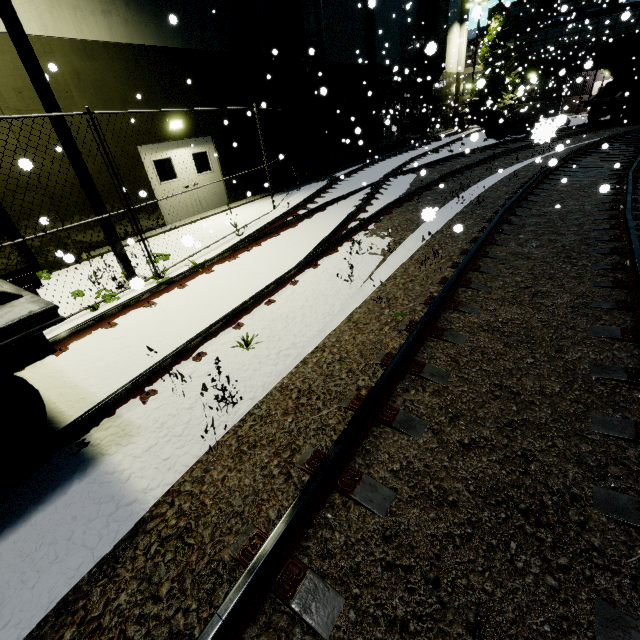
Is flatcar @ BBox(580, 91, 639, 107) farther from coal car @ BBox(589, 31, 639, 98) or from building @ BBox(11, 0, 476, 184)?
building @ BBox(11, 0, 476, 184)

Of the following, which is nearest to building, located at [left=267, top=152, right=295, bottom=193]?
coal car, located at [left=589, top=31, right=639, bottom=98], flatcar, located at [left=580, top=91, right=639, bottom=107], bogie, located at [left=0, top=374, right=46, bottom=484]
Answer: coal car, located at [left=589, top=31, right=639, bottom=98]

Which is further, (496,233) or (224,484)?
(496,233)

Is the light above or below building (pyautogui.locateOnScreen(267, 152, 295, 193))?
above

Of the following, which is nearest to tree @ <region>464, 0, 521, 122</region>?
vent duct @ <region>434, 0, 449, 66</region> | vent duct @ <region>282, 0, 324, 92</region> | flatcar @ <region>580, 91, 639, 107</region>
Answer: vent duct @ <region>434, 0, 449, 66</region>

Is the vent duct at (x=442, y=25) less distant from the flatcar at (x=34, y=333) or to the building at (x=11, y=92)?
the building at (x=11, y=92)

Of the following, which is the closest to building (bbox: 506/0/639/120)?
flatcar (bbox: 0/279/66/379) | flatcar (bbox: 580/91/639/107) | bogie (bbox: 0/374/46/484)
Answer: flatcar (bbox: 0/279/66/379)

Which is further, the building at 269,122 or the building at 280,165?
the building at 280,165
